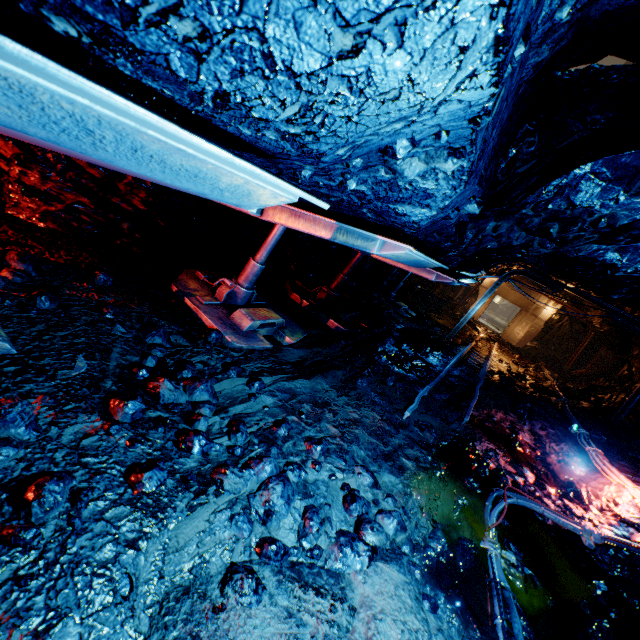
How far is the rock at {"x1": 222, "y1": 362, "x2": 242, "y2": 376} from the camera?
3.7m

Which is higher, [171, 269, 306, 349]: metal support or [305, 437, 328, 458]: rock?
[171, 269, 306, 349]: metal support

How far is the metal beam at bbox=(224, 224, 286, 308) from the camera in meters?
4.7 m

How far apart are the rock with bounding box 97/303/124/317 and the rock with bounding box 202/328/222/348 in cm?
91

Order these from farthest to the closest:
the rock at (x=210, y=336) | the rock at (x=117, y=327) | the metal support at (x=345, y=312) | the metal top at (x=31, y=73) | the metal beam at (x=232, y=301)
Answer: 1. the metal support at (x=345, y=312)
2. the metal beam at (x=232, y=301)
3. the rock at (x=210, y=336)
4. the rock at (x=117, y=327)
5. the metal top at (x=31, y=73)

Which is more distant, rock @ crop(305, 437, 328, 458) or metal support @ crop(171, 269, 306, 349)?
metal support @ crop(171, 269, 306, 349)

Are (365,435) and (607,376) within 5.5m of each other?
no

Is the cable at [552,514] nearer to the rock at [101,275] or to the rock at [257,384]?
the rock at [257,384]
